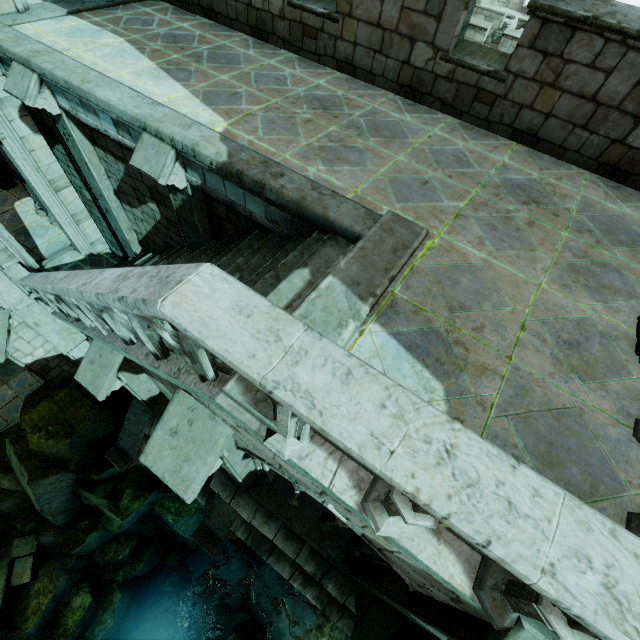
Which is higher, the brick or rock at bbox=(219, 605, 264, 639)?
the brick

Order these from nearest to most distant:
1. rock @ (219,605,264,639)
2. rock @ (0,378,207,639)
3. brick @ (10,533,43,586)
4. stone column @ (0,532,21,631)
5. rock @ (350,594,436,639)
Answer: rock @ (350,594,436,639) → rock @ (0,378,207,639) → stone column @ (0,532,21,631) → brick @ (10,533,43,586) → rock @ (219,605,264,639)

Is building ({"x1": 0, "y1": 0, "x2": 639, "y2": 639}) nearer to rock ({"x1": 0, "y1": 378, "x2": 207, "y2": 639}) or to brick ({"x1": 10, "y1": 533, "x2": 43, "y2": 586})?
rock ({"x1": 0, "y1": 378, "x2": 207, "y2": 639})

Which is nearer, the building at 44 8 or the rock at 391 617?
the building at 44 8

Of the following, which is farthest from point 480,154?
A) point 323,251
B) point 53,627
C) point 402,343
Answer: point 53,627

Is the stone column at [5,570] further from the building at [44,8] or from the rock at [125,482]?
the building at [44,8]

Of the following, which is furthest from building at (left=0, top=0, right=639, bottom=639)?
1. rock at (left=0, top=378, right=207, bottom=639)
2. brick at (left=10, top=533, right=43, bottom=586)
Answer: brick at (left=10, top=533, right=43, bottom=586)

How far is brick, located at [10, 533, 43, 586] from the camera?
11.6 meters
